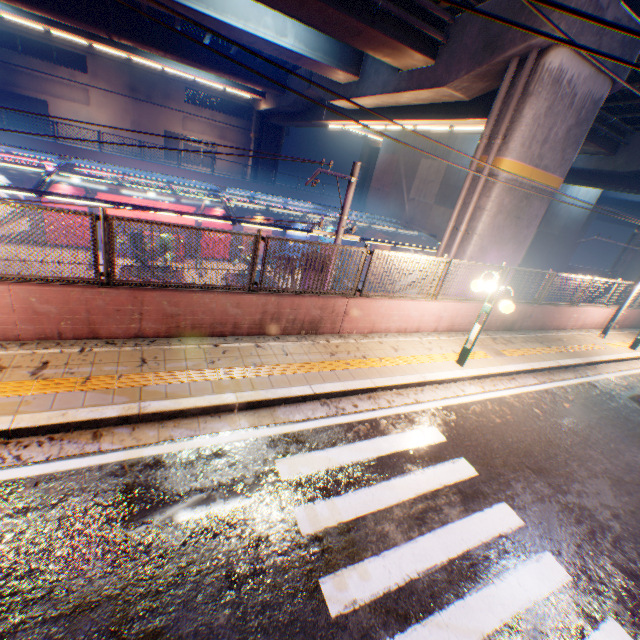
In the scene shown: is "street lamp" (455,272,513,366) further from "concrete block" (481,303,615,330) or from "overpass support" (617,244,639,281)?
"overpass support" (617,244,639,281)

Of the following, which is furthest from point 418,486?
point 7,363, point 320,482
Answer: point 7,363

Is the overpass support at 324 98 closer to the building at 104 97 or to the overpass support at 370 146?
the overpass support at 370 146

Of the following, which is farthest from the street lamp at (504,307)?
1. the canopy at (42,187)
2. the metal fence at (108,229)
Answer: the canopy at (42,187)

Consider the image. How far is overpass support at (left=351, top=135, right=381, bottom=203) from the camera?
38.0m

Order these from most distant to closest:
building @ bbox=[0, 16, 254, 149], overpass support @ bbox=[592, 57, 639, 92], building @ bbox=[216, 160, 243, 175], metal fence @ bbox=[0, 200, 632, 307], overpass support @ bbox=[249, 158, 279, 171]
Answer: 1. building @ bbox=[216, 160, 243, 175]
2. overpass support @ bbox=[249, 158, 279, 171]
3. building @ bbox=[0, 16, 254, 149]
4. overpass support @ bbox=[592, 57, 639, 92]
5. metal fence @ bbox=[0, 200, 632, 307]

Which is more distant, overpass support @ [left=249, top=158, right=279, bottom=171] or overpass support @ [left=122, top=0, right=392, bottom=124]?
overpass support @ [left=249, top=158, right=279, bottom=171]

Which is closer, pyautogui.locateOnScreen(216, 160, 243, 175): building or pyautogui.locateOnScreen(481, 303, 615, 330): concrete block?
pyautogui.locateOnScreen(481, 303, 615, 330): concrete block
